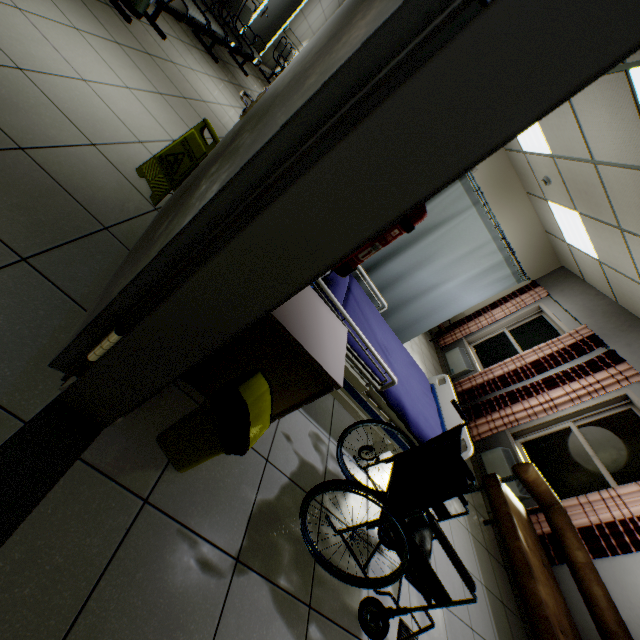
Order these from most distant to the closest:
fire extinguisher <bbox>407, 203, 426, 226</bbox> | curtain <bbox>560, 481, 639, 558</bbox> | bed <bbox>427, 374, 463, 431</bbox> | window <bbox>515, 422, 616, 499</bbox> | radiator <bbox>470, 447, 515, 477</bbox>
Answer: radiator <bbox>470, 447, 515, 477</bbox> → window <bbox>515, 422, 616, 499</bbox> → curtain <bbox>560, 481, 639, 558</bbox> → bed <bbox>427, 374, 463, 431</bbox> → fire extinguisher <bbox>407, 203, 426, 226</bbox>

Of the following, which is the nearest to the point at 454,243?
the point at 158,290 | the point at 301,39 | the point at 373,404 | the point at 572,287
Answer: the point at 373,404

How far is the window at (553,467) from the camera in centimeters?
420cm

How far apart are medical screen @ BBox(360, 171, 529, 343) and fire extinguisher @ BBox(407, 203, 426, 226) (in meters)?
1.97

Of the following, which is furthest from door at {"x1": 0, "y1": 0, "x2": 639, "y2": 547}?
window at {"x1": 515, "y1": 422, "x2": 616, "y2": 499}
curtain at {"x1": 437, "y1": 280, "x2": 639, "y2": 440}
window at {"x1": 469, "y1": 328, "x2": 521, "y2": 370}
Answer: window at {"x1": 469, "y1": 328, "x2": 521, "y2": 370}

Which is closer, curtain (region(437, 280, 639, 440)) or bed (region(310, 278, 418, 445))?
bed (region(310, 278, 418, 445))

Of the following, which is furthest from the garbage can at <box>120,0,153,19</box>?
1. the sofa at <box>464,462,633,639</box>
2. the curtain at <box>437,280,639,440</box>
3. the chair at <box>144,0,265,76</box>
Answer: the curtain at <box>437,280,639,440</box>

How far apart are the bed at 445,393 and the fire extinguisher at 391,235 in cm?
53
